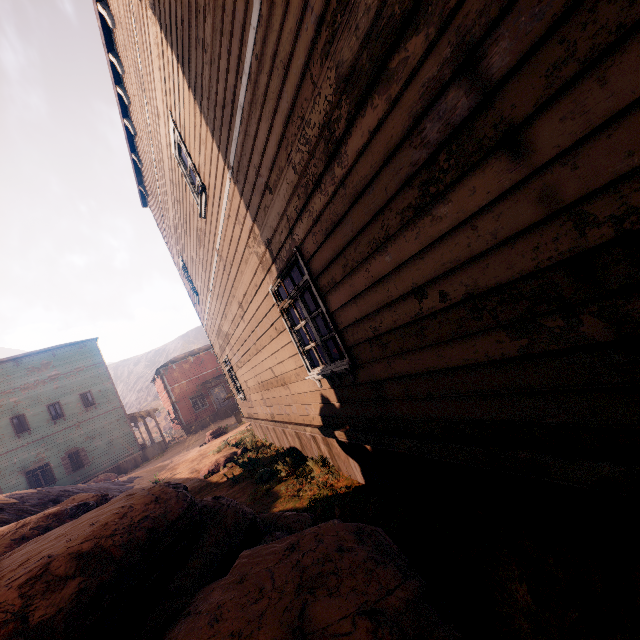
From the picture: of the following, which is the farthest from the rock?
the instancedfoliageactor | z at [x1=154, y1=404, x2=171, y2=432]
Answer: the instancedfoliageactor

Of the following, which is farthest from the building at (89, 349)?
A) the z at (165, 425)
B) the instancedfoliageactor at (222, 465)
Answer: the instancedfoliageactor at (222, 465)

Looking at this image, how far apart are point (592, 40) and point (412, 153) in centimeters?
91cm

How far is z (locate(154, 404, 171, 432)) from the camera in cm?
4781

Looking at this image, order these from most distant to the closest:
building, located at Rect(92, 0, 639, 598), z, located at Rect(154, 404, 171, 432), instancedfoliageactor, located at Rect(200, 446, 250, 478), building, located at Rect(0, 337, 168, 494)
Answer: z, located at Rect(154, 404, 171, 432) < building, located at Rect(0, 337, 168, 494) < instancedfoliageactor, located at Rect(200, 446, 250, 478) < building, located at Rect(92, 0, 639, 598)

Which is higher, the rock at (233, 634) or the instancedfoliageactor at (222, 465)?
the rock at (233, 634)

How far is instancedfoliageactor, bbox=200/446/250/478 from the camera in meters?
10.1

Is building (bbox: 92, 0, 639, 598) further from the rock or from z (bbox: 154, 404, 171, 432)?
the rock
